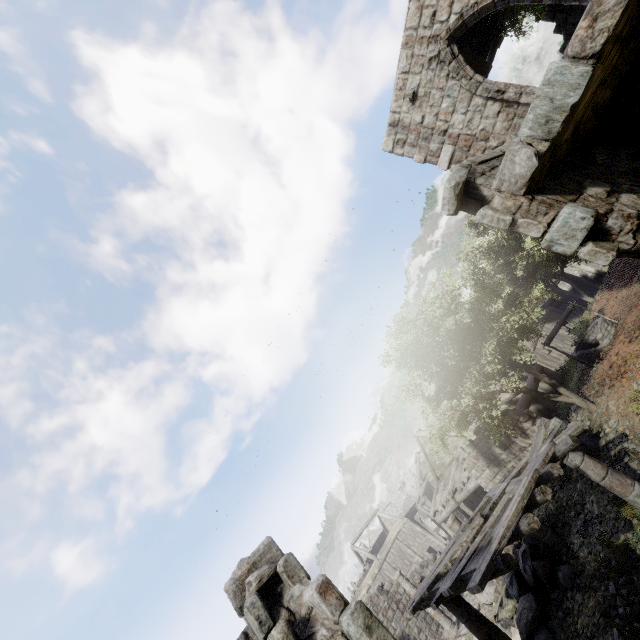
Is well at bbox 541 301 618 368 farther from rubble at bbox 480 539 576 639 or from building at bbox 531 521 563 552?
rubble at bbox 480 539 576 639

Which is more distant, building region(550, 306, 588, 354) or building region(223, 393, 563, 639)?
building region(550, 306, 588, 354)

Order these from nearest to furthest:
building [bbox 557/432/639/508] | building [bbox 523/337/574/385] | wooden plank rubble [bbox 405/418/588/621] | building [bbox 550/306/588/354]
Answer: wooden plank rubble [bbox 405/418/588/621] → building [bbox 557/432/639/508] → building [bbox 550/306/588/354] → building [bbox 523/337/574/385]

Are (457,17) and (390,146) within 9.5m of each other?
yes

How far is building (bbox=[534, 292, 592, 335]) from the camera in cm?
2477

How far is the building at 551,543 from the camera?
9.7m

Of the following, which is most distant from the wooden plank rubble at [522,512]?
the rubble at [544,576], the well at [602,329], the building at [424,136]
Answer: the well at [602,329]
